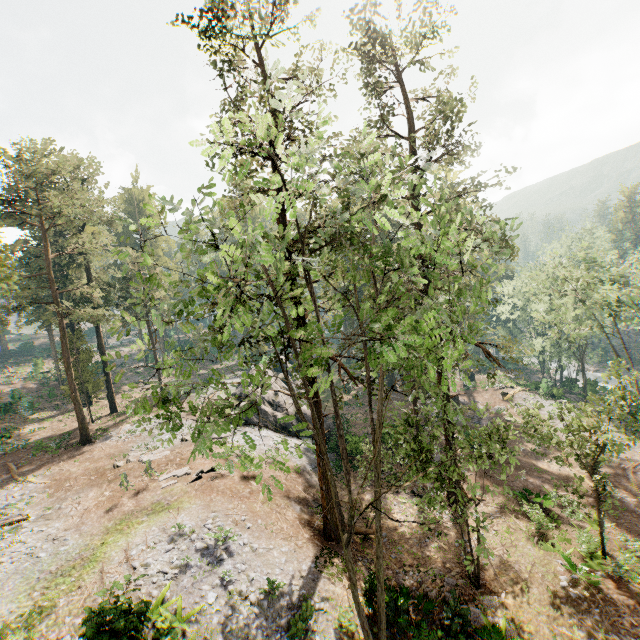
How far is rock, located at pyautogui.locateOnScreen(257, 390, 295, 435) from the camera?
Answer: 31.0 meters

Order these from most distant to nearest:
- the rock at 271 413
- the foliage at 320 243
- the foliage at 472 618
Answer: the rock at 271 413, the foliage at 472 618, the foliage at 320 243

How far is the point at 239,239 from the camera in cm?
970

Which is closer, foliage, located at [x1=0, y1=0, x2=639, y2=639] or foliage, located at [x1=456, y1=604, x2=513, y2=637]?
foliage, located at [x1=0, y1=0, x2=639, y2=639]

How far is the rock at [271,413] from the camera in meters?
31.0 m

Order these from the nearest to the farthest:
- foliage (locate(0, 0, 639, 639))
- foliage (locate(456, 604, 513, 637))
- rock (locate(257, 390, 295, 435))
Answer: foliage (locate(0, 0, 639, 639)) → foliage (locate(456, 604, 513, 637)) → rock (locate(257, 390, 295, 435))

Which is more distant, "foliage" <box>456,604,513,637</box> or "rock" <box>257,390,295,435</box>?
"rock" <box>257,390,295,435</box>
